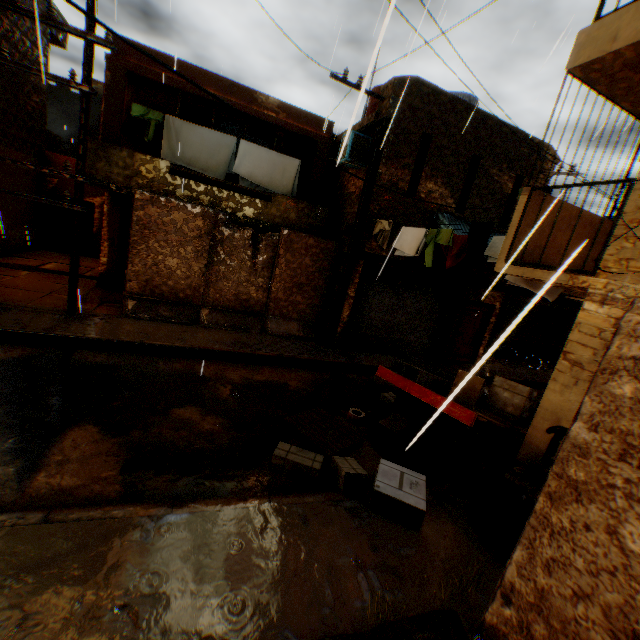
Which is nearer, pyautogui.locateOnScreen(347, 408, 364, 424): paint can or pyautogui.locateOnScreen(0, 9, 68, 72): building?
pyautogui.locateOnScreen(347, 408, 364, 424): paint can

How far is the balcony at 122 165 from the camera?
8.54m

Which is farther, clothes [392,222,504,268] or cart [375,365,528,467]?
clothes [392,222,504,268]

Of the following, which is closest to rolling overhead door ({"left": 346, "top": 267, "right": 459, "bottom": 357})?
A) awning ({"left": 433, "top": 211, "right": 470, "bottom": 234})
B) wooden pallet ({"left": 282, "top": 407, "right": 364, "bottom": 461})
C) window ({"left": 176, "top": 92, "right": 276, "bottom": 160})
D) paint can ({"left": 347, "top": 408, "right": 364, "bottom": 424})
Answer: awning ({"left": 433, "top": 211, "right": 470, "bottom": 234})

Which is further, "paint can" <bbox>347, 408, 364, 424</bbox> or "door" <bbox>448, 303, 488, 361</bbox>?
"door" <bbox>448, 303, 488, 361</bbox>

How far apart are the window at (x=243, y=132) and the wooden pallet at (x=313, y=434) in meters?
7.7

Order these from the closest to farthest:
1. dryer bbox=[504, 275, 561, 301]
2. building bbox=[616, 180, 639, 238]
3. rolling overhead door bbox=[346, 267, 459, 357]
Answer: building bbox=[616, 180, 639, 238] → dryer bbox=[504, 275, 561, 301] → rolling overhead door bbox=[346, 267, 459, 357]

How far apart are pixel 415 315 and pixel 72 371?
10.0 meters
